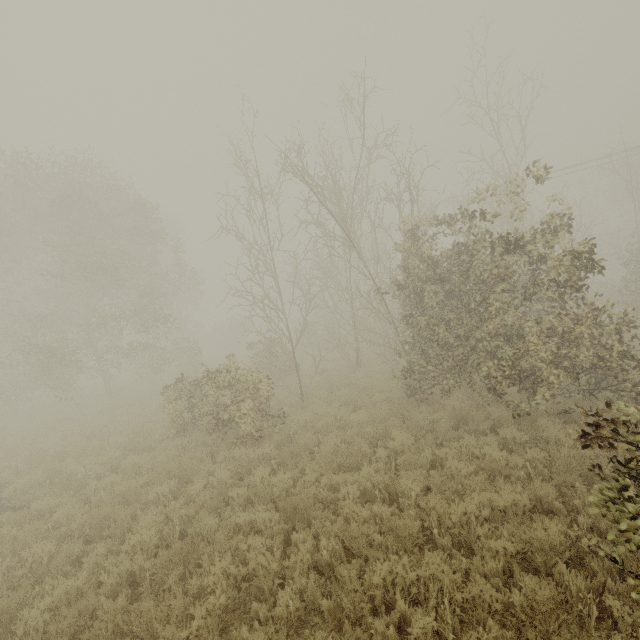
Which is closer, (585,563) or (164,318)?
(585,563)
